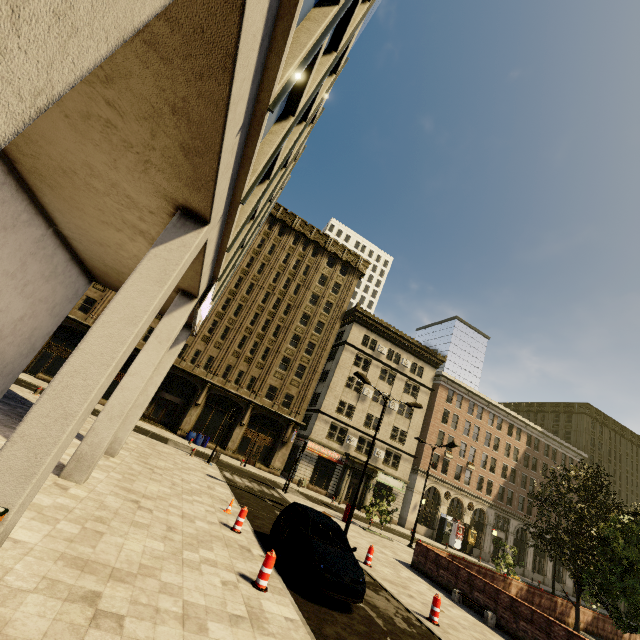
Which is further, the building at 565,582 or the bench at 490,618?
the building at 565,582

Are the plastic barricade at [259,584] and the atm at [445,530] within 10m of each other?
no

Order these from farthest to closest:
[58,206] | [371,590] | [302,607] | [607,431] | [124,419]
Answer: [607,431], [371,590], [124,419], [58,206], [302,607]

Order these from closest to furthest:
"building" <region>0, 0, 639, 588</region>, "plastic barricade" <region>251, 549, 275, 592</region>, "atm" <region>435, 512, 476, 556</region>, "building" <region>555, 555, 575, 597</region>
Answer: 1. "building" <region>0, 0, 639, 588</region>
2. "plastic barricade" <region>251, 549, 275, 592</region>
3. "atm" <region>435, 512, 476, 556</region>
4. "building" <region>555, 555, 575, 597</region>

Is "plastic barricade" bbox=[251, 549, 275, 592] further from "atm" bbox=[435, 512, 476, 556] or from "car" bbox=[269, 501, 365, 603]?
"atm" bbox=[435, 512, 476, 556]

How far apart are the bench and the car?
7.1m

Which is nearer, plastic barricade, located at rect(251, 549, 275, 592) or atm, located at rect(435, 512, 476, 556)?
plastic barricade, located at rect(251, 549, 275, 592)

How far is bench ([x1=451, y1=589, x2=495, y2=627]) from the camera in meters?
12.0 m
